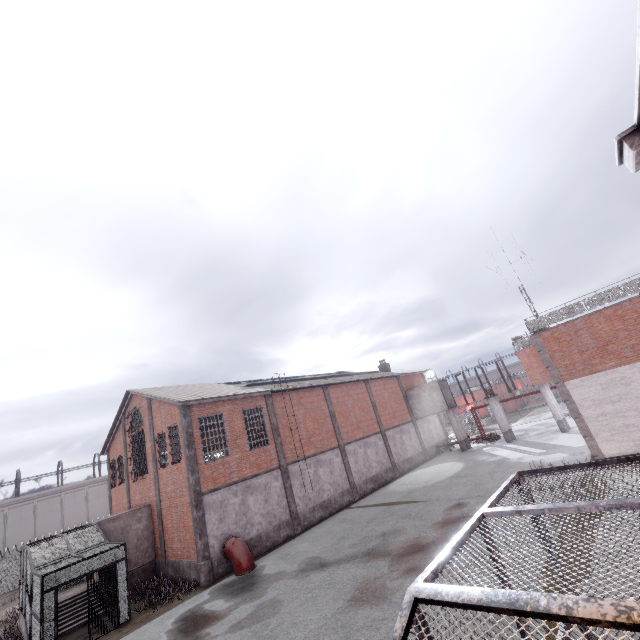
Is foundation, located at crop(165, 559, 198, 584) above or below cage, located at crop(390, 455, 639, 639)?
below

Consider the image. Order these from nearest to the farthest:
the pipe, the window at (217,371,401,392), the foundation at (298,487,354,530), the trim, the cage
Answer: the cage
the trim
the pipe
the foundation at (298,487,354,530)
the window at (217,371,401,392)

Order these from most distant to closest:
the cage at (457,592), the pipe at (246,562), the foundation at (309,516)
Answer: the foundation at (309,516) < the pipe at (246,562) < the cage at (457,592)

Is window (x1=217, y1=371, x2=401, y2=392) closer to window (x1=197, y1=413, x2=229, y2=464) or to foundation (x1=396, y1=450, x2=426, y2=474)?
window (x1=197, y1=413, x2=229, y2=464)

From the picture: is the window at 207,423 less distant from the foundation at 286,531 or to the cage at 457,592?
the foundation at 286,531

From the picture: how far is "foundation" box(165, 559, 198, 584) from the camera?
16.4m

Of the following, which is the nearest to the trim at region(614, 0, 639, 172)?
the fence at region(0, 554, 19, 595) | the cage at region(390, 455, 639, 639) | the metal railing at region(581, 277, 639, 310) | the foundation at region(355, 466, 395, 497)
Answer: the cage at region(390, 455, 639, 639)

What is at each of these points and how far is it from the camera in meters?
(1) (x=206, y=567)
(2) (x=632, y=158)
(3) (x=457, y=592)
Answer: (1) column, 15.9 m
(2) trim, 3.6 m
(3) cage, 2.1 m
